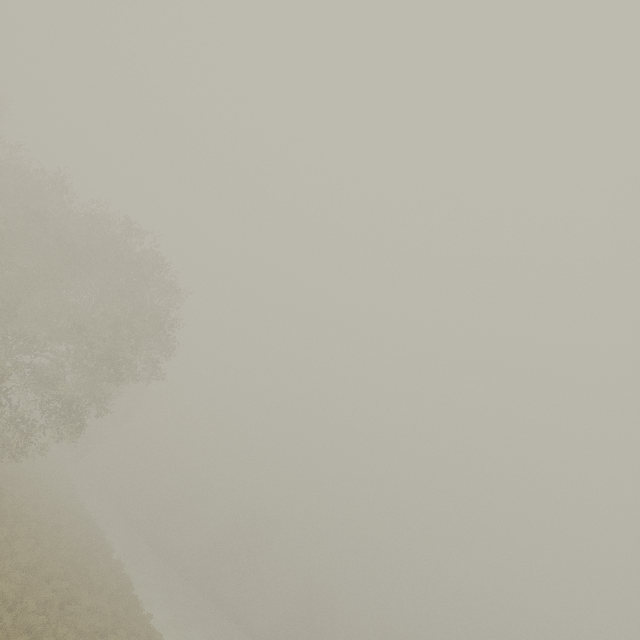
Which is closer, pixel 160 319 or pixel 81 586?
pixel 81 586
